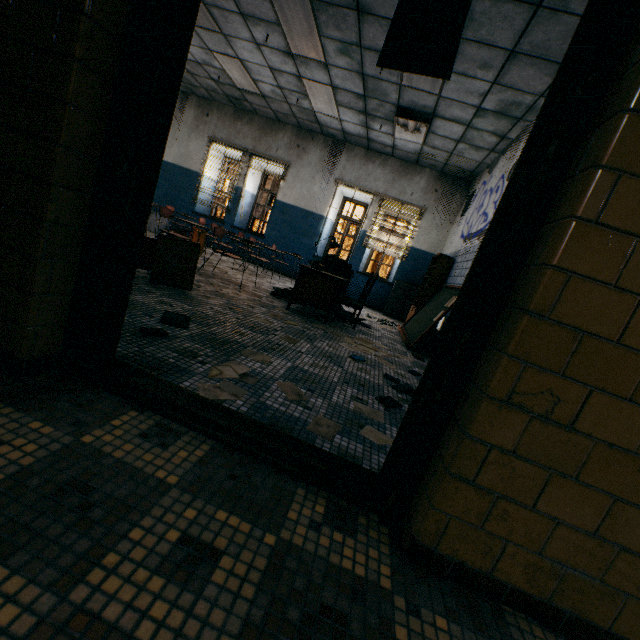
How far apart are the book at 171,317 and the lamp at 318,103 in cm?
575

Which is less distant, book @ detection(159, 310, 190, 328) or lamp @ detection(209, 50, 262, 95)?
book @ detection(159, 310, 190, 328)

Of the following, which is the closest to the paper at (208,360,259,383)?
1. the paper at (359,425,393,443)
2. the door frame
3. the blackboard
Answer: the door frame

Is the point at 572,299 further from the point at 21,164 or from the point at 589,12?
the point at 21,164

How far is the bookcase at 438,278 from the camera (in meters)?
6.70

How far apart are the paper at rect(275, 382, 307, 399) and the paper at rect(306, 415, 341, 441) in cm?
20

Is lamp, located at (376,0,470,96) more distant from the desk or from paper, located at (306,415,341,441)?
paper, located at (306,415,341,441)

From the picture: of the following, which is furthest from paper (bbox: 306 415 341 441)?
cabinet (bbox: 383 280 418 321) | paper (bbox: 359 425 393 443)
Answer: cabinet (bbox: 383 280 418 321)
